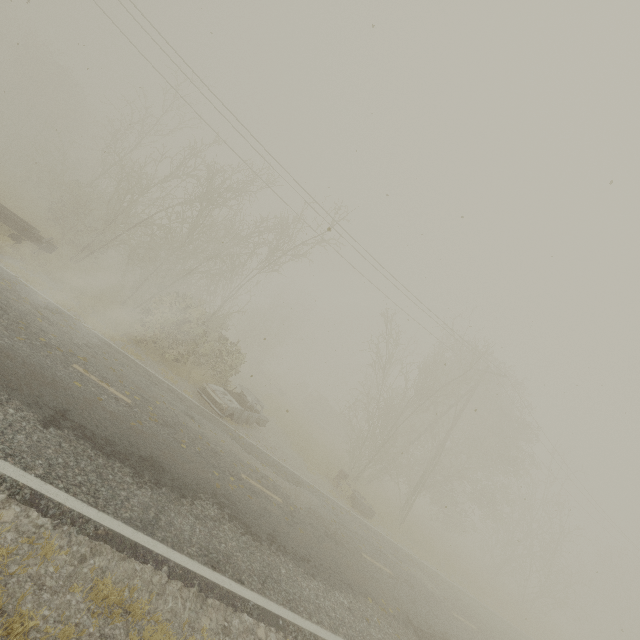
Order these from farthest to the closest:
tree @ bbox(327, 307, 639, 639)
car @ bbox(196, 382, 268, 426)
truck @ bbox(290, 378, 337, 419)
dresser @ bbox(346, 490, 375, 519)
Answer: truck @ bbox(290, 378, 337, 419) < tree @ bbox(327, 307, 639, 639) < dresser @ bbox(346, 490, 375, 519) < car @ bbox(196, 382, 268, 426)

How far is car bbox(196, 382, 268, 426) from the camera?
12.55m

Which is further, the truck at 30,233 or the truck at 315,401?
the truck at 315,401

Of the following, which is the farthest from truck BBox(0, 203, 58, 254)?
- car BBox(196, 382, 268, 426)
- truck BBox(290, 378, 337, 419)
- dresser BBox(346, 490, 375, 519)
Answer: truck BBox(290, 378, 337, 419)

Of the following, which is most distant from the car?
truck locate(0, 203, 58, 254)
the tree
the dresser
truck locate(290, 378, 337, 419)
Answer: truck locate(290, 378, 337, 419)

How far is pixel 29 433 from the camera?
4.8 meters

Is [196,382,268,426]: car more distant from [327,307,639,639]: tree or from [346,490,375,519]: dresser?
[327,307,639,639]: tree

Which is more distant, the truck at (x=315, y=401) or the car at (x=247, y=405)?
the truck at (x=315, y=401)
